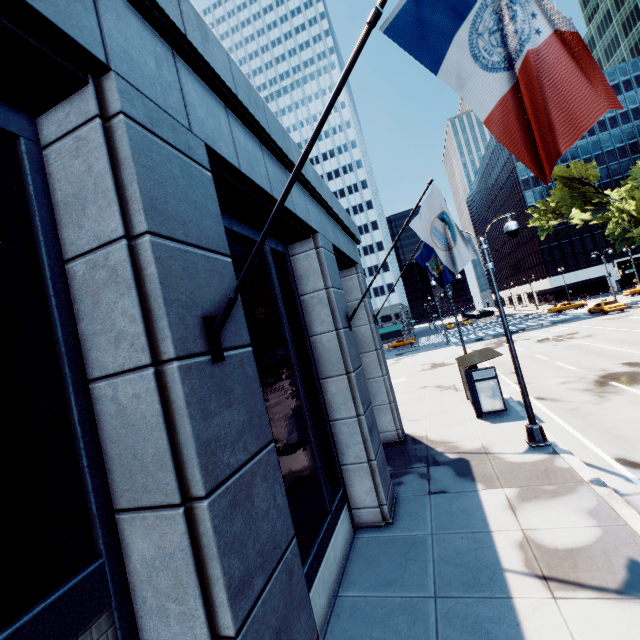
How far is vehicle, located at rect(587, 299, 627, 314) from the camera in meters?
35.6

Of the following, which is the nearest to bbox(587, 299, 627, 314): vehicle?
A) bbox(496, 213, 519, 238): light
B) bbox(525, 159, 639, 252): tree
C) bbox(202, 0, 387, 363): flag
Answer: bbox(525, 159, 639, 252): tree

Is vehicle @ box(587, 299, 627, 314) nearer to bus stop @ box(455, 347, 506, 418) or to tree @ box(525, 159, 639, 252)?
tree @ box(525, 159, 639, 252)

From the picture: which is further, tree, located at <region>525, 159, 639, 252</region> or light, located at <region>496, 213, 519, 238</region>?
tree, located at <region>525, 159, 639, 252</region>

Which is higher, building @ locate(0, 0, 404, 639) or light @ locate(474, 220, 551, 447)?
building @ locate(0, 0, 404, 639)

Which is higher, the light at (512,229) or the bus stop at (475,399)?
the light at (512,229)

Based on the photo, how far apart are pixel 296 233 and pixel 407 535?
7.7 meters

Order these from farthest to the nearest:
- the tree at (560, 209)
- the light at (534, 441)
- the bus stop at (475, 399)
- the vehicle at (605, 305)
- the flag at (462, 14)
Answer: the vehicle at (605, 305)
the tree at (560, 209)
the bus stop at (475, 399)
the light at (534, 441)
the flag at (462, 14)
